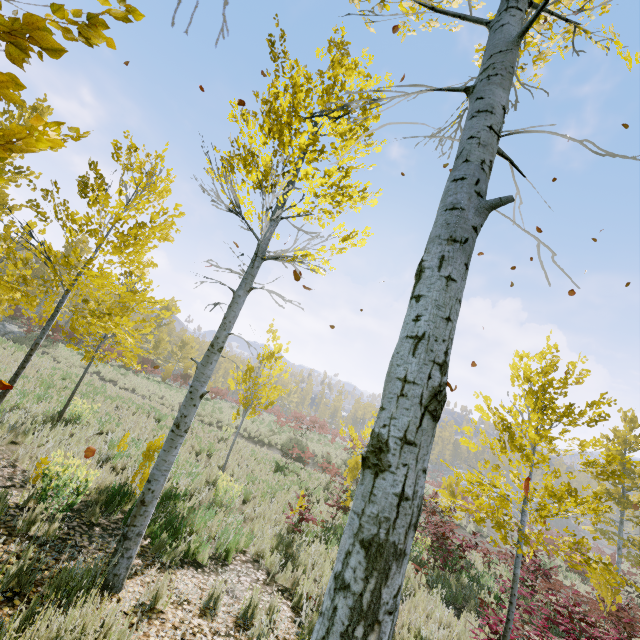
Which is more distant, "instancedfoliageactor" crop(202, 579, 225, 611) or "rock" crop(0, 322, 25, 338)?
"rock" crop(0, 322, 25, 338)

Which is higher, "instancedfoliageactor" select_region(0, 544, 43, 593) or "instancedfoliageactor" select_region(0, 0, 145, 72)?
"instancedfoliageactor" select_region(0, 0, 145, 72)

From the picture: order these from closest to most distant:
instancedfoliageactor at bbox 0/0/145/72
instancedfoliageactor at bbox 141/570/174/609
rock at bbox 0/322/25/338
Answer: instancedfoliageactor at bbox 0/0/145/72 < instancedfoliageactor at bbox 141/570/174/609 < rock at bbox 0/322/25/338

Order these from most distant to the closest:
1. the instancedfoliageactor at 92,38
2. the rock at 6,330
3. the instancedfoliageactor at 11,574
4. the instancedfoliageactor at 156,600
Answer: the rock at 6,330, the instancedfoliageactor at 156,600, the instancedfoliageactor at 11,574, the instancedfoliageactor at 92,38

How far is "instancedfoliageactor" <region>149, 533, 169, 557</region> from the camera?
4.8 meters

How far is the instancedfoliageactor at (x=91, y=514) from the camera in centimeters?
502cm

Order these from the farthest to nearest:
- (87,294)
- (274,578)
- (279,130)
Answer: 1. (87,294)
2. (274,578)
3. (279,130)
